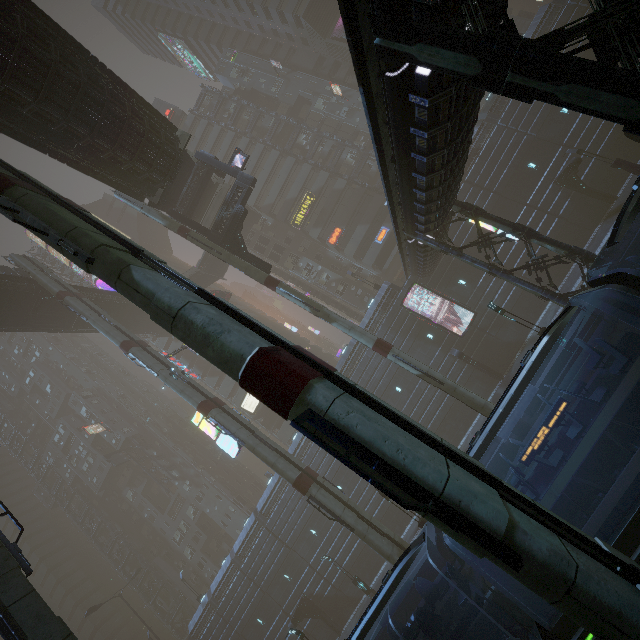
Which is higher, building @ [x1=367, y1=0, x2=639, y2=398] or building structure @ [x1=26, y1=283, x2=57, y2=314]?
building structure @ [x1=26, y1=283, x2=57, y2=314]

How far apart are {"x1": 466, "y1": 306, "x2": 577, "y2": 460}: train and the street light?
9.47m

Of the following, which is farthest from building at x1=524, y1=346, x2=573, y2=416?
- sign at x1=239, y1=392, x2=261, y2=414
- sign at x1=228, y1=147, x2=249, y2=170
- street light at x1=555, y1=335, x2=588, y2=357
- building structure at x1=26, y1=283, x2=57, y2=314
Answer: building structure at x1=26, y1=283, x2=57, y2=314

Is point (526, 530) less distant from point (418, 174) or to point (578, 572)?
point (578, 572)

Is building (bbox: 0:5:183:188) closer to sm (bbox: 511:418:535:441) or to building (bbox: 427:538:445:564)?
sm (bbox: 511:418:535:441)

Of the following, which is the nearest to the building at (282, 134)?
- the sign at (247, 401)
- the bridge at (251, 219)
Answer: the sign at (247, 401)

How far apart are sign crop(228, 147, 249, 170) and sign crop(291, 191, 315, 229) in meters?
20.0

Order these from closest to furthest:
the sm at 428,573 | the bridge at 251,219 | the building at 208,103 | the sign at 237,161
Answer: the sm at 428,573, the sign at 237,161, the bridge at 251,219, the building at 208,103
